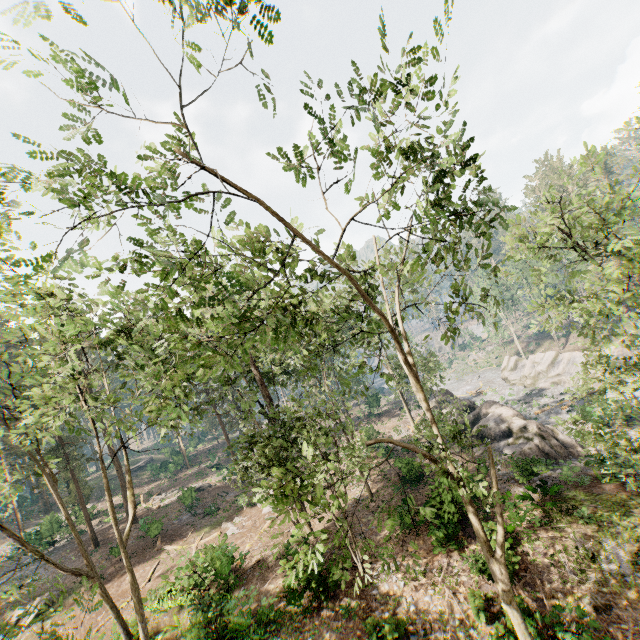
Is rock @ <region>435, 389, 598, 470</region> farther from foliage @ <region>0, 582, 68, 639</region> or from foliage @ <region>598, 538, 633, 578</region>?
foliage @ <region>598, 538, 633, 578</region>

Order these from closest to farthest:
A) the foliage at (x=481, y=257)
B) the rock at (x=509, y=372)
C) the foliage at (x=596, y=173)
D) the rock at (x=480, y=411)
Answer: the foliage at (x=481, y=257) < the foliage at (x=596, y=173) < the rock at (x=480, y=411) < the rock at (x=509, y=372)

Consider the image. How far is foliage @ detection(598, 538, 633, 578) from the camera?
12.5 meters

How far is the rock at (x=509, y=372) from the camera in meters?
41.9

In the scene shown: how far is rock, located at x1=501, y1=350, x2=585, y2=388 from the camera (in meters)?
41.88

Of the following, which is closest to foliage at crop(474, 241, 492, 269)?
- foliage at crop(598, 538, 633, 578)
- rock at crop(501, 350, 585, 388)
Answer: rock at crop(501, 350, 585, 388)

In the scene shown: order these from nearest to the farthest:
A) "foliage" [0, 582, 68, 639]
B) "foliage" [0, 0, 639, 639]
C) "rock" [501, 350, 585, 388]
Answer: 1. "foliage" [0, 582, 68, 639]
2. "foliage" [0, 0, 639, 639]
3. "rock" [501, 350, 585, 388]

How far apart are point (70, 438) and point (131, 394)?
38.92m
